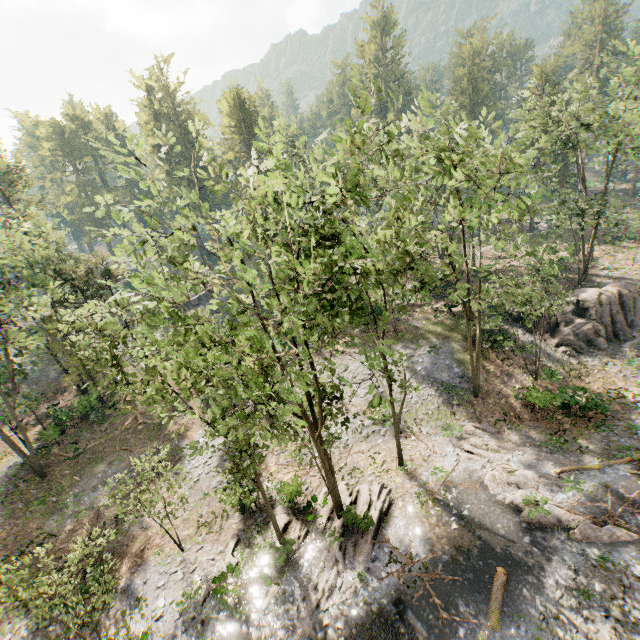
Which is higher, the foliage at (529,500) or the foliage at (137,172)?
the foliage at (137,172)

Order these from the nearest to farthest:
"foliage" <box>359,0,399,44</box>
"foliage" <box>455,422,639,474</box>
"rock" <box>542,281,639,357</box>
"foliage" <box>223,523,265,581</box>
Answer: "foliage" <box>223,523,265,581</box>
"foliage" <box>455,422,639,474</box>
"rock" <box>542,281,639,357</box>
"foliage" <box>359,0,399,44</box>

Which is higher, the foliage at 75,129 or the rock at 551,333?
the foliage at 75,129

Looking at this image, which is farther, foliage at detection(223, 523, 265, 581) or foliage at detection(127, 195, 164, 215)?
foliage at detection(223, 523, 265, 581)

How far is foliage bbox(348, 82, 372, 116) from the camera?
10.2 meters

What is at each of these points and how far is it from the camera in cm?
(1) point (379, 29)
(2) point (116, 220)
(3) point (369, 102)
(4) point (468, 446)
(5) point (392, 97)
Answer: (1) foliage, 5919
(2) foliage, 871
(3) foliage, 1101
(4) foliage, 2142
(5) foliage, 980
